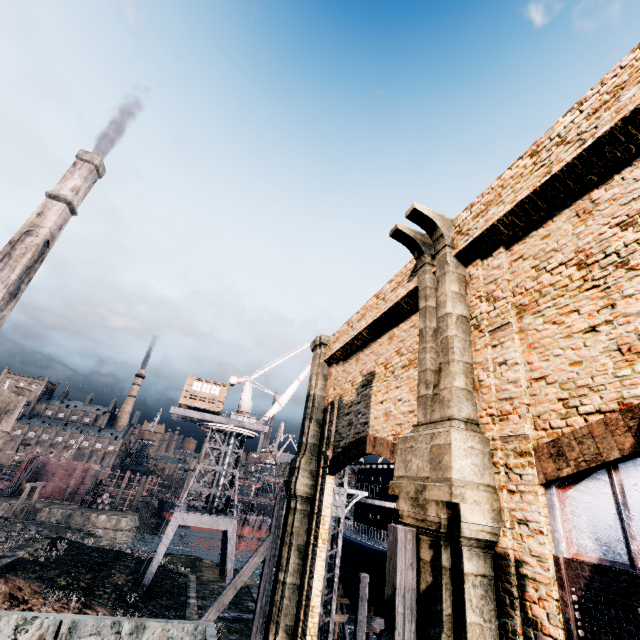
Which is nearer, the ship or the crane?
the ship

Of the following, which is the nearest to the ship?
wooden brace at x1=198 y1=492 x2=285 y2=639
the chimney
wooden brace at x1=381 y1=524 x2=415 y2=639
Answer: wooden brace at x1=198 y1=492 x2=285 y2=639

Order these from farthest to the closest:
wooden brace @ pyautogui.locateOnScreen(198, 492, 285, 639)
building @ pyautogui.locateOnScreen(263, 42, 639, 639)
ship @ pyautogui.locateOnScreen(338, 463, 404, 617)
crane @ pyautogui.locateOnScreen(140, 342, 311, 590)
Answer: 1. crane @ pyautogui.locateOnScreen(140, 342, 311, 590)
2. ship @ pyautogui.locateOnScreen(338, 463, 404, 617)
3. wooden brace @ pyautogui.locateOnScreen(198, 492, 285, 639)
4. building @ pyautogui.locateOnScreen(263, 42, 639, 639)

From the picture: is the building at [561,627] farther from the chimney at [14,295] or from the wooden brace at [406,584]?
the chimney at [14,295]

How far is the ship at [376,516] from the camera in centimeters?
2414cm

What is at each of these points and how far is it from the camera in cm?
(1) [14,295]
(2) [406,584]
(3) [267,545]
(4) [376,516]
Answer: (1) chimney, 3562
(2) wooden brace, 706
(3) wooden brace, 1677
(4) ship, 2988

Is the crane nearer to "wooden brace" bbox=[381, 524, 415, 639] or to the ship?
the ship

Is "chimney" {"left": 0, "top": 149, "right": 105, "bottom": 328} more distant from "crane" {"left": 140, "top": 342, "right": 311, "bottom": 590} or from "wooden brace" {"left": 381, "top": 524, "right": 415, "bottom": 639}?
"wooden brace" {"left": 381, "top": 524, "right": 415, "bottom": 639}
